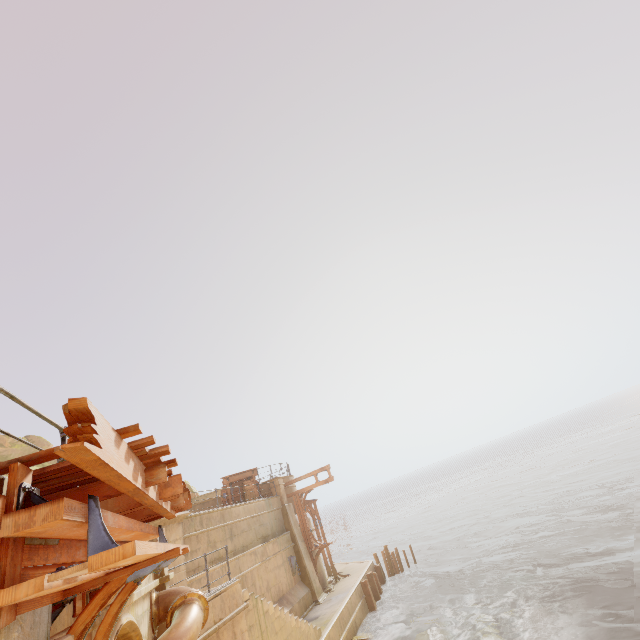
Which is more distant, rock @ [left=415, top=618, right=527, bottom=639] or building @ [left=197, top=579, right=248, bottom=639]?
rock @ [left=415, top=618, right=527, bottom=639]

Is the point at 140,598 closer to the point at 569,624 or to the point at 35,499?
the point at 35,499

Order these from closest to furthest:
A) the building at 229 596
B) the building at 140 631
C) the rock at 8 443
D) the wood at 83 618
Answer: the wood at 83 618, the building at 140 631, the building at 229 596, the rock at 8 443

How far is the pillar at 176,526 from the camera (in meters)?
11.11

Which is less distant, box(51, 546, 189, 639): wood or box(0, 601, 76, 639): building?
box(0, 601, 76, 639): building

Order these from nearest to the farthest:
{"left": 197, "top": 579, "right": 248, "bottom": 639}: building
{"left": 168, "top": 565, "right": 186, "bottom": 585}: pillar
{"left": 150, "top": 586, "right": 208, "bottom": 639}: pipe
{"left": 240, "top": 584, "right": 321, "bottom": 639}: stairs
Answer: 1. {"left": 150, "top": 586, "right": 208, "bottom": 639}: pipe
2. {"left": 197, "top": 579, "right": 248, "bottom": 639}: building
3. {"left": 240, "top": 584, "right": 321, "bottom": 639}: stairs
4. {"left": 168, "top": 565, "right": 186, "bottom": 585}: pillar

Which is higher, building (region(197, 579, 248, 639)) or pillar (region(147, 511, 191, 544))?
pillar (region(147, 511, 191, 544))

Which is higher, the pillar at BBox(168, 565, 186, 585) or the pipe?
the pillar at BBox(168, 565, 186, 585)
